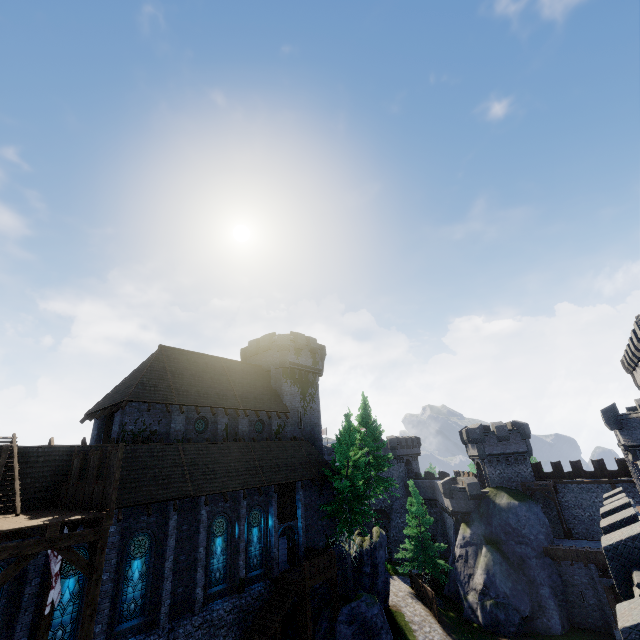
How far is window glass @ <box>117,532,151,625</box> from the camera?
15.99m

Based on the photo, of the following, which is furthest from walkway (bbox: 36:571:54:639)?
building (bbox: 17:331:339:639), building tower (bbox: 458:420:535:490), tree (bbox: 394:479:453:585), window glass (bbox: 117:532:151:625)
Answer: building tower (bbox: 458:420:535:490)

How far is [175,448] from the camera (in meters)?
21.44

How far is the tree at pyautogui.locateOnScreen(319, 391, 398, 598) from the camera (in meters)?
25.52

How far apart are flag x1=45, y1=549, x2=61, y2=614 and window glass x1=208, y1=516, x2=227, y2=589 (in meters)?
9.77

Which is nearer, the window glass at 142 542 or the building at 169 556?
the window glass at 142 542

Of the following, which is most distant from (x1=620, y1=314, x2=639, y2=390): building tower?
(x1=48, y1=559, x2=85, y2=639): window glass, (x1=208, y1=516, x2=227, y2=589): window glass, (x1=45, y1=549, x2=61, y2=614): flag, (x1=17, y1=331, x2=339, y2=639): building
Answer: (x1=48, y1=559, x2=85, y2=639): window glass

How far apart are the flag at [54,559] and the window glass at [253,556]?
12.6 meters
